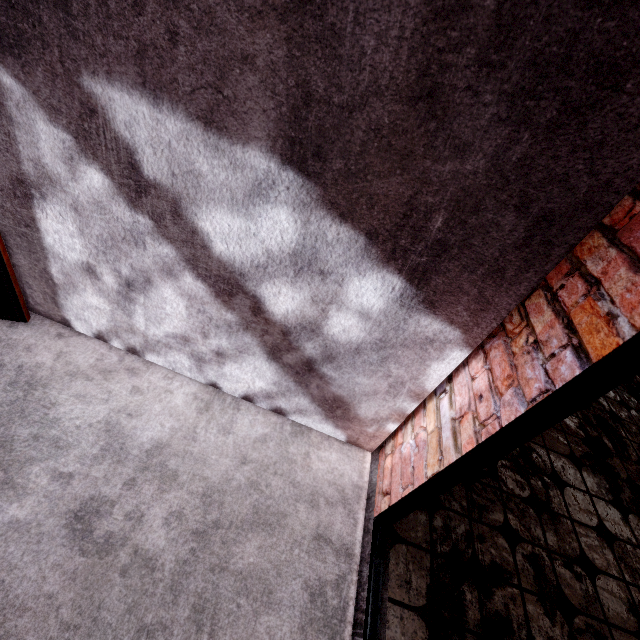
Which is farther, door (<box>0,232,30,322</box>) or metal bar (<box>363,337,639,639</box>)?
door (<box>0,232,30,322</box>)

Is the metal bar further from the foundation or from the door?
the door

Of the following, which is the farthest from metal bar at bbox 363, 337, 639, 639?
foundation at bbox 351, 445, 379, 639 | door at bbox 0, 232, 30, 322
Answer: door at bbox 0, 232, 30, 322

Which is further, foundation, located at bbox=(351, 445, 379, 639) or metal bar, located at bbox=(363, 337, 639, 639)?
foundation, located at bbox=(351, 445, 379, 639)

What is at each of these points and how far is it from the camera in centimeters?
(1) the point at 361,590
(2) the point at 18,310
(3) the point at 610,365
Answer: (1) foundation, 142cm
(2) door, 169cm
(3) metal bar, 77cm

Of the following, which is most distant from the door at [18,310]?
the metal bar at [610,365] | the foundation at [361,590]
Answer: the metal bar at [610,365]
